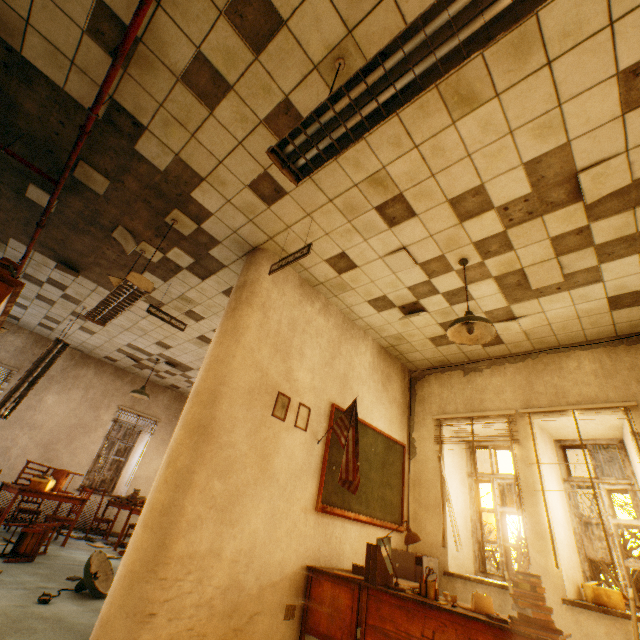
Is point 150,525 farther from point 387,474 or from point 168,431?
point 168,431

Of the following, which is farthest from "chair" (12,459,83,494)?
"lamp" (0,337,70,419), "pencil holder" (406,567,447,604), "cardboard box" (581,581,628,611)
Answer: "cardboard box" (581,581,628,611)

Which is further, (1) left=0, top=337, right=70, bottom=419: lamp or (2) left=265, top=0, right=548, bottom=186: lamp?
(1) left=0, top=337, right=70, bottom=419: lamp

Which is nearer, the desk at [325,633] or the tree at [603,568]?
the desk at [325,633]

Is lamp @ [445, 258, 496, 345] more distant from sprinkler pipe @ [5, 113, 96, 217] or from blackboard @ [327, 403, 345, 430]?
sprinkler pipe @ [5, 113, 96, 217]

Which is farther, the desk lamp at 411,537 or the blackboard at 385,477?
the blackboard at 385,477

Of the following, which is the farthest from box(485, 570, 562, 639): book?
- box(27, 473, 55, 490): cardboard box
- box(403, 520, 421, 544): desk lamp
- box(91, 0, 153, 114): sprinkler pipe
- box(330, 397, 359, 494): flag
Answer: box(27, 473, 55, 490): cardboard box

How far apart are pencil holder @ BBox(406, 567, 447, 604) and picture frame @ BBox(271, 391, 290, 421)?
1.9 meters
